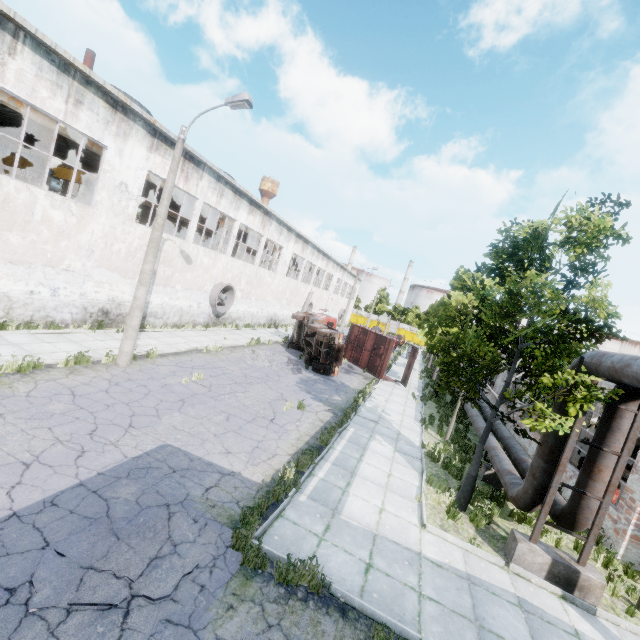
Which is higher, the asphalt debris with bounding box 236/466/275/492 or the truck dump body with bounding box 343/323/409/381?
the truck dump body with bounding box 343/323/409/381

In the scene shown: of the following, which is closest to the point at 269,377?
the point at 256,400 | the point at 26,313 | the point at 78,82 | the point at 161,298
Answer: the point at 256,400

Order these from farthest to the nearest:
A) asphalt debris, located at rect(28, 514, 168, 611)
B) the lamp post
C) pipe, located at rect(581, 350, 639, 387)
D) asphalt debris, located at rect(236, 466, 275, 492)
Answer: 1. the lamp post
2. asphalt debris, located at rect(236, 466, 275, 492)
3. pipe, located at rect(581, 350, 639, 387)
4. asphalt debris, located at rect(28, 514, 168, 611)

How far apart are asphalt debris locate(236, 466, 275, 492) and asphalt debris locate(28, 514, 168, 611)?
1.41m

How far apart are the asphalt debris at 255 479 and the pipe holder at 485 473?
7.94m

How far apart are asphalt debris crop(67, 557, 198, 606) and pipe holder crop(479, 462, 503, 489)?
10.3m

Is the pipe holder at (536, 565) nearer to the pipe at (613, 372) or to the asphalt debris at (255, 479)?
the pipe at (613, 372)

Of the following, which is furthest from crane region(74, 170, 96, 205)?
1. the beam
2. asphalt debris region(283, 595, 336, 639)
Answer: asphalt debris region(283, 595, 336, 639)
